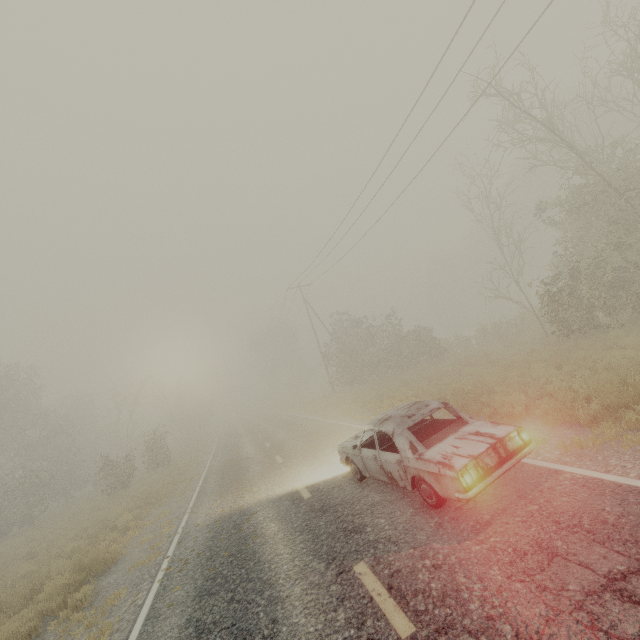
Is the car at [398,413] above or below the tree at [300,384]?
below

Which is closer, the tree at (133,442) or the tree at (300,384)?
the tree at (133,442)

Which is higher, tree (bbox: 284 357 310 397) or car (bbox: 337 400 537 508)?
tree (bbox: 284 357 310 397)

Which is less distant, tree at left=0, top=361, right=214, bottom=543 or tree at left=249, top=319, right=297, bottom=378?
tree at left=0, top=361, right=214, bottom=543

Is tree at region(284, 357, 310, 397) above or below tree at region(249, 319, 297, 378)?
below

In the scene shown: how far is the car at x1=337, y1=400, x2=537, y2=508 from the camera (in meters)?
4.69

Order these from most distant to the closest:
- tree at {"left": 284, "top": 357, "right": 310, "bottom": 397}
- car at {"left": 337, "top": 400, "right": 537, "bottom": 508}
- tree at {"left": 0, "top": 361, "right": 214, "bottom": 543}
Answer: tree at {"left": 284, "top": 357, "right": 310, "bottom": 397} < tree at {"left": 0, "top": 361, "right": 214, "bottom": 543} < car at {"left": 337, "top": 400, "right": 537, "bottom": 508}

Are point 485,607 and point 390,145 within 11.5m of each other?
no
